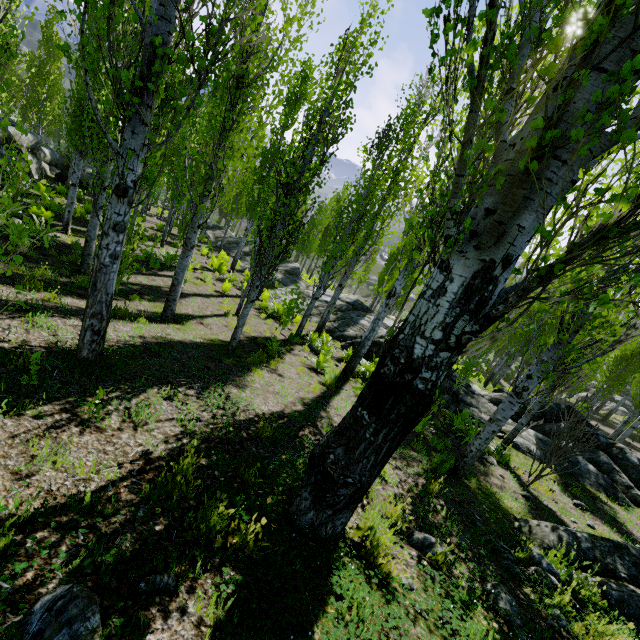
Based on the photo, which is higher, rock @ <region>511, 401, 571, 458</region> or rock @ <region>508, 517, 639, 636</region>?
rock @ <region>508, 517, 639, 636</region>

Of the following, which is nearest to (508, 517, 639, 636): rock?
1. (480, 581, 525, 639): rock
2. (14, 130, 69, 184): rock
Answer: (480, 581, 525, 639): rock

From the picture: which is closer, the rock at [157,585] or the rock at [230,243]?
the rock at [157,585]

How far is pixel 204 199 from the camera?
7.3 meters

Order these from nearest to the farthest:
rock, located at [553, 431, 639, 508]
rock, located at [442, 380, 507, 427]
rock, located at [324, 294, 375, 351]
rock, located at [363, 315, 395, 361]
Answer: rock, located at [553, 431, 639, 508], rock, located at [442, 380, 507, 427], rock, located at [363, 315, 395, 361], rock, located at [324, 294, 375, 351]

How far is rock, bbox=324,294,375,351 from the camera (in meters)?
15.58

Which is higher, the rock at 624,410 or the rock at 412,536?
the rock at 412,536

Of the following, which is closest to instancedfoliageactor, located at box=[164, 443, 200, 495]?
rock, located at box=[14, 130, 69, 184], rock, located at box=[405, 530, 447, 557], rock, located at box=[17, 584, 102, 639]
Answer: rock, located at box=[14, 130, 69, 184]
